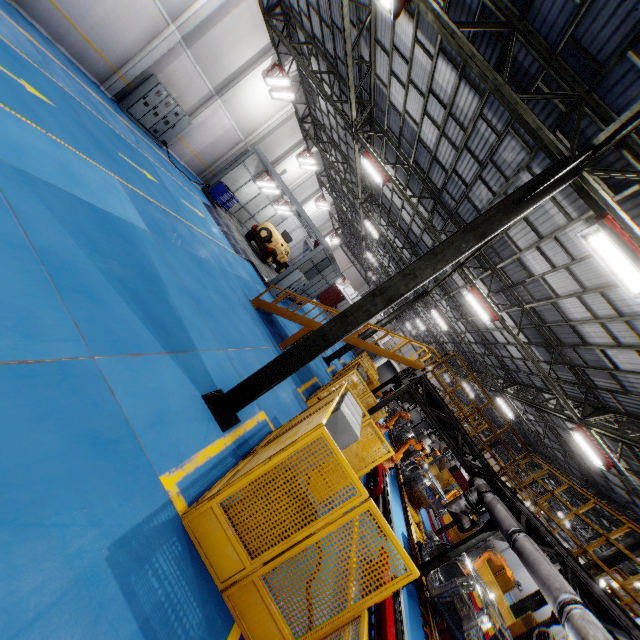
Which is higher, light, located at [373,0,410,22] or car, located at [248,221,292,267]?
light, located at [373,0,410,22]

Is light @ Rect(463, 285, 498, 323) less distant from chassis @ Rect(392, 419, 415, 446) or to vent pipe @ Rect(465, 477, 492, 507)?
vent pipe @ Rect(465, 477, 492, 507)

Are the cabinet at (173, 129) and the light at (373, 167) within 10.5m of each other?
yes

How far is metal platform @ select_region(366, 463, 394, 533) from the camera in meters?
11.0

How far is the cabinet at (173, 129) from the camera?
14.8m

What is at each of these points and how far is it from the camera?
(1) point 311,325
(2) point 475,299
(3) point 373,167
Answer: (1) metal stair, 13.6 meters
(2) light, 12.9 meters
(3) light, 13.9 meters

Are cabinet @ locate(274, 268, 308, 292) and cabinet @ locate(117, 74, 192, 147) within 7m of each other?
no

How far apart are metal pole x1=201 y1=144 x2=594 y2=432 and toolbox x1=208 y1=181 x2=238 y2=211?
16.76m
